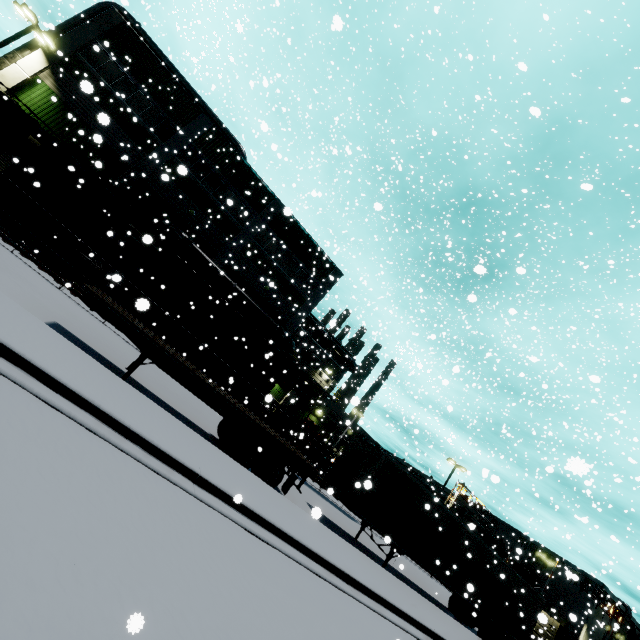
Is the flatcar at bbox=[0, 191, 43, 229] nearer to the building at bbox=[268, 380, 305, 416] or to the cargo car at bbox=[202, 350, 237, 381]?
the cargo car at bbox=[202, 350, 237, 381]

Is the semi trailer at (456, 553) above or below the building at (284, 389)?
below

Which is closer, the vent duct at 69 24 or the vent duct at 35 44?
the vent duct at 35 44

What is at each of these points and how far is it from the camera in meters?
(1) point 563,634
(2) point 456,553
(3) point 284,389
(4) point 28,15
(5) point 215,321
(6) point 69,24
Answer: (1) cargo container, 41.2 m
(2) semi trailer, 15.7 m
(3) building, 36.5 m
(4) light, 18.8 m
(5) roll-up door, 25.6 m
(6) vent duct, 21.4 m

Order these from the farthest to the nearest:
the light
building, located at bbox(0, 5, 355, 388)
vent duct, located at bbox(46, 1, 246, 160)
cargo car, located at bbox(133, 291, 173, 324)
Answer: vent duct, located at bbox(46, 1, 246, 160) → building, located at bbox(0, 5, 355, 388) → the light → cargo car, located at bbox(133, 291, 173, 324)

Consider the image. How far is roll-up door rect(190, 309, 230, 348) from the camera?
25.1m

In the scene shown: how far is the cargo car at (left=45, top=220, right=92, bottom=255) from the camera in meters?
16.7
